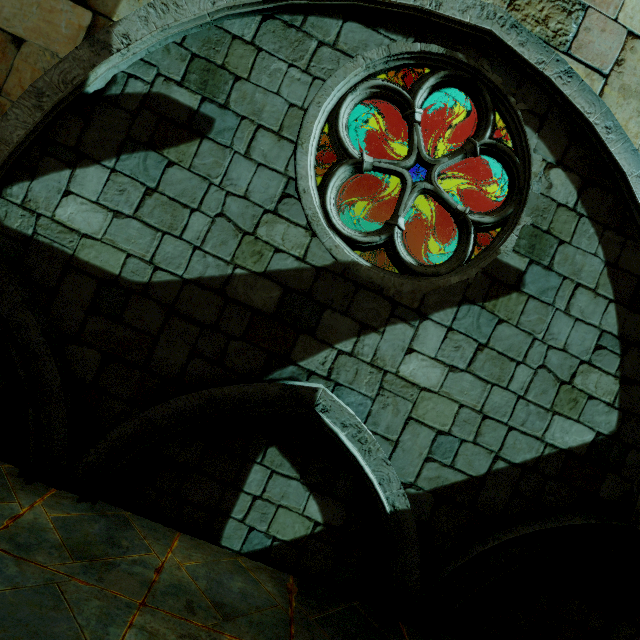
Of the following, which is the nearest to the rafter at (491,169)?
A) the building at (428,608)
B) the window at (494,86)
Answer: the building at (428,608)

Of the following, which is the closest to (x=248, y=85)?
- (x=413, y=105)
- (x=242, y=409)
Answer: (x=413, y=105)

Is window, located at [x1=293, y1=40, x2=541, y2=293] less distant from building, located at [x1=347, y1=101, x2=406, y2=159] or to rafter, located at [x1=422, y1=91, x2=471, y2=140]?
building, located at [x1=347, y1=101, x2=406, y2=159]

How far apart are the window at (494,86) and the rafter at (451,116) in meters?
6.6 m

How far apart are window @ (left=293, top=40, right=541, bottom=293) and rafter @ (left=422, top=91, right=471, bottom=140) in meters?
6.6 m

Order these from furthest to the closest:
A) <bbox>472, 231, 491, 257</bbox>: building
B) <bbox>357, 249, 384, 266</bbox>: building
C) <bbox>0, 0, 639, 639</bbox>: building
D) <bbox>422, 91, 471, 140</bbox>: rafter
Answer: <bbox>357, 249, 384, 266</bbox>: building
<bbox>472, 231, 491, 257</bbox>: building
<bbox>422, 91, 471, 140</bbox>: rafter
<bbox>0, 0, 639, 639</bbox>: building

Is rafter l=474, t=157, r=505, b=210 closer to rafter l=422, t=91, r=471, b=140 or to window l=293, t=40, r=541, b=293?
rafter l=422, t=91, r=471, b=140
